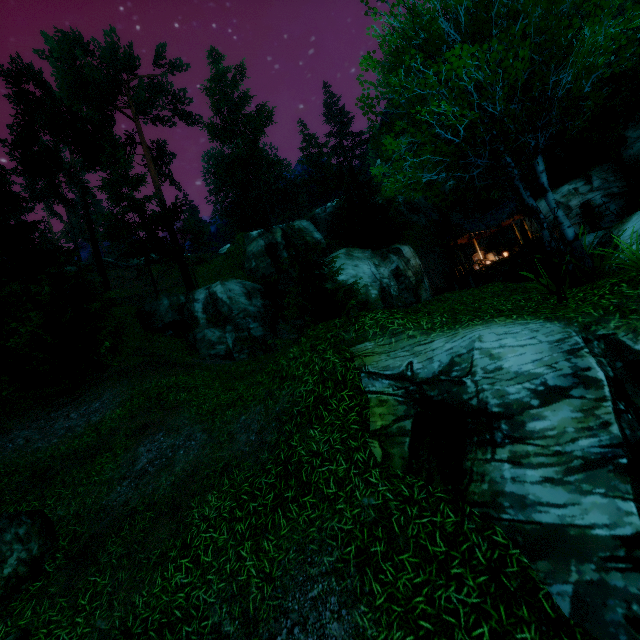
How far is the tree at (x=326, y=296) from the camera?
15.59m

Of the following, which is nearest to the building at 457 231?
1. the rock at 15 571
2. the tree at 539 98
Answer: the tree at 539 98

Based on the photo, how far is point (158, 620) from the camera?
5.3 meters

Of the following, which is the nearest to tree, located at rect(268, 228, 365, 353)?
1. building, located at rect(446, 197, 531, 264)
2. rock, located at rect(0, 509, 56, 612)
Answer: rock, located at rect(0, 509, 56, 612)

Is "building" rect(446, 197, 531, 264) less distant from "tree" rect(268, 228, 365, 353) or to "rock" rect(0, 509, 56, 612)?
"tree" rect(268, 228, 365, 353)

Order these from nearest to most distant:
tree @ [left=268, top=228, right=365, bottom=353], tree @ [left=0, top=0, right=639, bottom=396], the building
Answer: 1. tree @ [left=0, top=0, right=639, bottom=396]
2. tree @ [left=268, top=228, right=365, bottom=353]
3. the building
